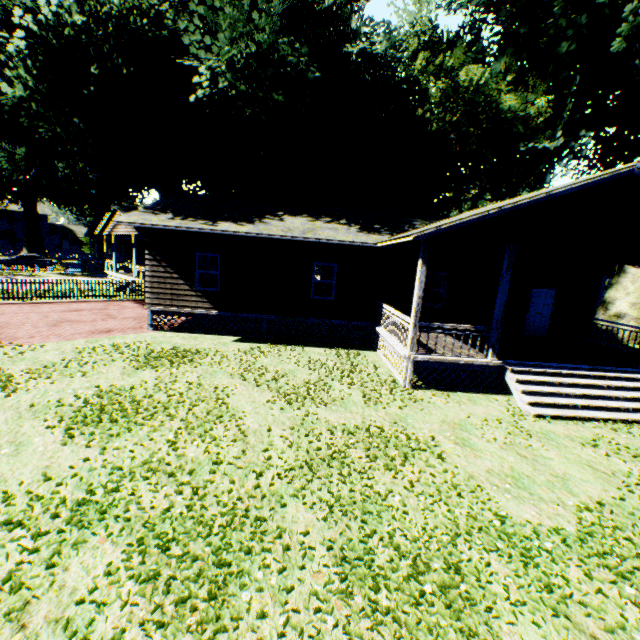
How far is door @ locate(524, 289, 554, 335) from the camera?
14.6m

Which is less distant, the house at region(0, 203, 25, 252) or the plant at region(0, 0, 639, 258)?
the plant at region(0, 0, 639, 258)

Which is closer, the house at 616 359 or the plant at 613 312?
the house at 616 359

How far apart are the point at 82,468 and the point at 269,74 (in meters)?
14.47

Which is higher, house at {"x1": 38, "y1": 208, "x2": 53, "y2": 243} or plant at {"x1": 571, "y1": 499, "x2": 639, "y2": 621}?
house at {"x1": 38, "y1": 208, "x2": 53, "y2": 243}

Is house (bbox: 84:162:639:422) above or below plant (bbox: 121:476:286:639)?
above

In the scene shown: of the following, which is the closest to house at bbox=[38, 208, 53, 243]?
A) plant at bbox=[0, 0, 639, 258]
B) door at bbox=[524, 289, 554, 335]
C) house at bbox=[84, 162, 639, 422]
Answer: plant at bbox=[0, 0, 639, 258]

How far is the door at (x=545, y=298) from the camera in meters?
14.6 m
